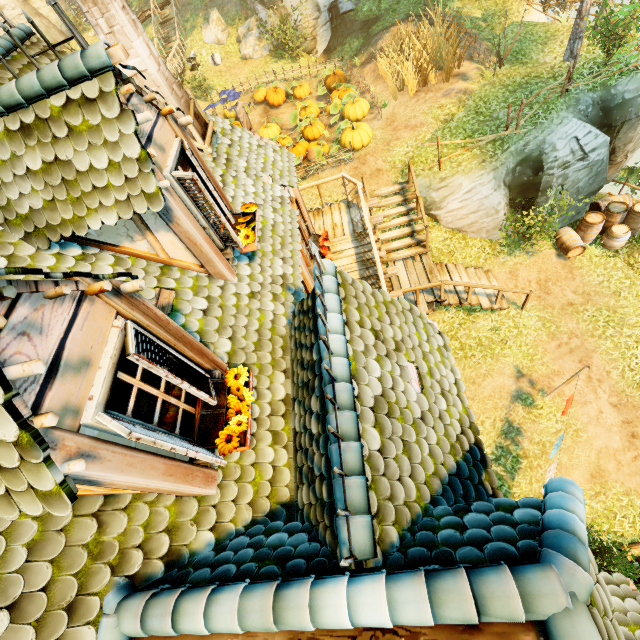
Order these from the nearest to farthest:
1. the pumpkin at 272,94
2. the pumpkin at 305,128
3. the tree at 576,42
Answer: the tree at 576,42
the pumpkin at 305,128
the pumpkin at 272,94

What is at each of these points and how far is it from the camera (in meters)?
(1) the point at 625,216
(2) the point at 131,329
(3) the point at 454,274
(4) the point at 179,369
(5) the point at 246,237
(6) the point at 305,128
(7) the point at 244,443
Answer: (1) barrel, 11.36
(2) window shutters, 2.48
(3) stairs, 11.38
(4) window, 3.10
(5) flower, 4.58
(6) pumpkin, 14.23
(7) pot, 3.07

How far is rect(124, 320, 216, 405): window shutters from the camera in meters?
2.4

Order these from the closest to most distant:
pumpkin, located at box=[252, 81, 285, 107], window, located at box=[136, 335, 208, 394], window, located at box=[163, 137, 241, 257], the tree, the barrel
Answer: window, located at box=[136, 335, 208, 394] → window, located at box=[163, 137, 241, 257] → the tree → the barrel → pumpkin, located at box=[252, 81, 285, 107]

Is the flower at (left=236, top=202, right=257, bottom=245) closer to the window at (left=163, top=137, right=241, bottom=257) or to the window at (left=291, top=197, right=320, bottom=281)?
the window at (left=163, top=137, right=241, bottom=257)

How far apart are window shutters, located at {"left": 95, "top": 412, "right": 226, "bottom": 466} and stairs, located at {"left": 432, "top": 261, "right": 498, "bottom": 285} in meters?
9.8 m

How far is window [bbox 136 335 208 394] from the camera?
2.7m

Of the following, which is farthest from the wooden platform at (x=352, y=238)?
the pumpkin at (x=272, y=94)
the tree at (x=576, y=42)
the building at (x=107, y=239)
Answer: the tree at (x=576, y=42)
